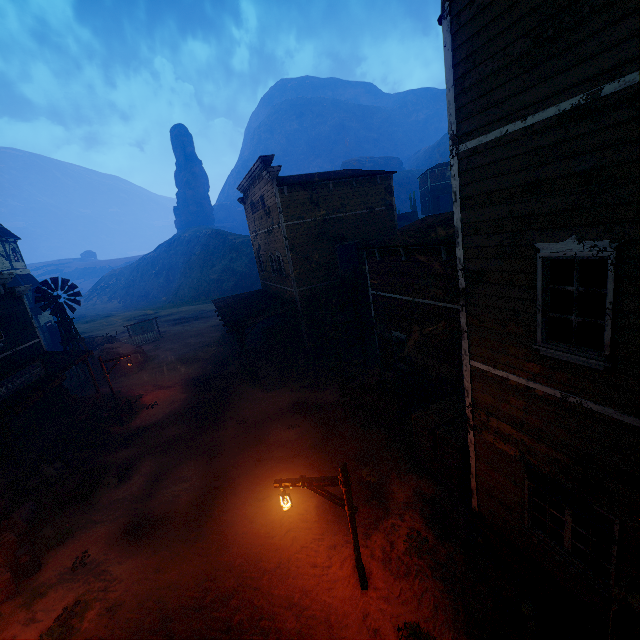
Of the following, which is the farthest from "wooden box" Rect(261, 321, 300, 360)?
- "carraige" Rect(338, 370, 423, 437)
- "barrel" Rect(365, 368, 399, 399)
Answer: "barrel" Rect(365, 368, 399, 399)

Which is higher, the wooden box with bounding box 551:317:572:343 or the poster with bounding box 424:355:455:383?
the wooden box with bounding box 551:317:572:343

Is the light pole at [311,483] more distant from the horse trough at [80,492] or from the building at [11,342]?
the horse trough at [80,492]

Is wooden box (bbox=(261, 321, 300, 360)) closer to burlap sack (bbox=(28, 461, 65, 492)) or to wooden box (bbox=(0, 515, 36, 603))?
burlap sack (bbox=(28, 461, 65, 492))

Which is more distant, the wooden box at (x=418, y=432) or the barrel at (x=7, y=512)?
the barrel at (x=7, y=512)

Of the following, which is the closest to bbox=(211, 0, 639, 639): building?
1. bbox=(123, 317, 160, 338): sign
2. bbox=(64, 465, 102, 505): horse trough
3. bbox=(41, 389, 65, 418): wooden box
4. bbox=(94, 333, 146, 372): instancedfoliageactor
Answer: bbox=(41, 389, 65, 418): wooden box

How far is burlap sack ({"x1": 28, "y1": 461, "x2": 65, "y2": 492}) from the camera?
13.00m

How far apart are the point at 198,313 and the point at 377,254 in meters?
Answer: 39.6 m
